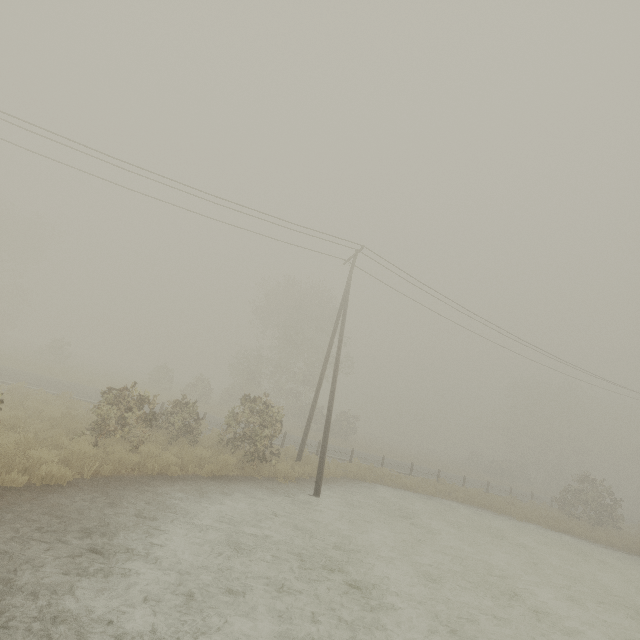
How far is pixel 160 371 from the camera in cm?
3769
